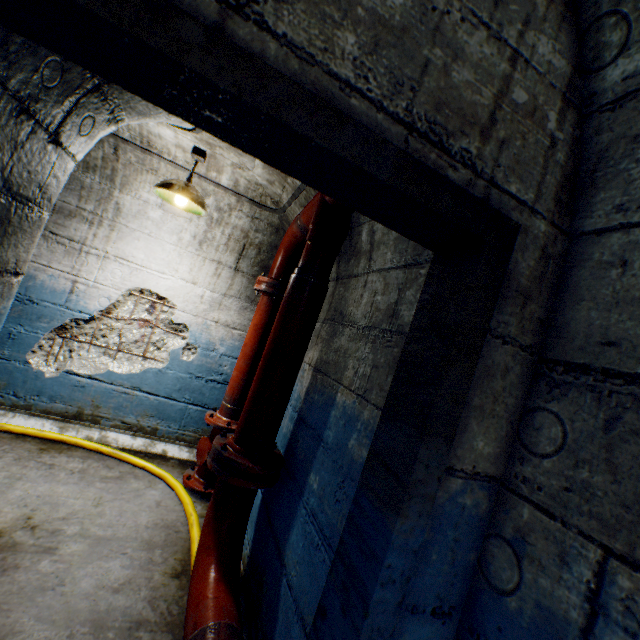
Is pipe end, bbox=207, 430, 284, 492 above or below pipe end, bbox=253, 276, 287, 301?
below

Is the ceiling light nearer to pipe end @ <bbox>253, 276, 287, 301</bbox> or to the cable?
pipe end @ <bbox>253, 276, 287, 301</bbox>

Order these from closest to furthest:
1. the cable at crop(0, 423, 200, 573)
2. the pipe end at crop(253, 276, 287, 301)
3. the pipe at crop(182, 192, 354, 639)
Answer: the pipe at crop(182, 192, 354, 639)
the cable at crop(0, 423, 200, 573)
the pipe end at crop(253, 276, 287, 301)

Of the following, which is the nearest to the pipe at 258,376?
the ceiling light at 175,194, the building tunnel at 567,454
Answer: the building tunnel at 567,454

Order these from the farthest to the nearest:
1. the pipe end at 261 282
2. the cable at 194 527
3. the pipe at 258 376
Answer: the pipe end at 261 282 < the cable at 194 527 < the pipe at 258 376

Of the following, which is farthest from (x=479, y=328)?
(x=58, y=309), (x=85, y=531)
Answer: (x=58, y=309)

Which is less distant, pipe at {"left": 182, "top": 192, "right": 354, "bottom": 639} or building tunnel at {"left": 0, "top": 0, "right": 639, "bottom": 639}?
building tunnel at {"left": 0, "top": 0, "right": 639, "bottom": 639}

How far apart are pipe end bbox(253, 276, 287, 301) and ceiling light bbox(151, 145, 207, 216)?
0.75m
